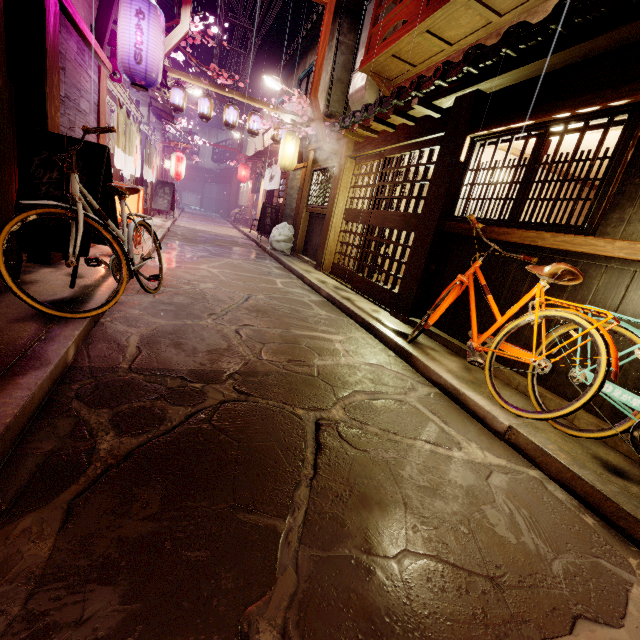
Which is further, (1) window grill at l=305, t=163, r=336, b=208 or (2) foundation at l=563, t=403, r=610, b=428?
(1) window grill at l=305, t=163, r=336, b=208

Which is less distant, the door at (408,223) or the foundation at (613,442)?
the foundation at (613,442)

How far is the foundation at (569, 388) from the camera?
5.4m

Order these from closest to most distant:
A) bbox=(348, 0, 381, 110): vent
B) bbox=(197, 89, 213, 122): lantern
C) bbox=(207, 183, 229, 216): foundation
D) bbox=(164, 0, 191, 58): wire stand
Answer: bbox=(164, 0, 191, 58): wire stand → bbox=(348, 0, 381, 110): vent → bbox=(197, 89, 213, 122): lantern → bbox=(207, 183, 229, 216): foundation

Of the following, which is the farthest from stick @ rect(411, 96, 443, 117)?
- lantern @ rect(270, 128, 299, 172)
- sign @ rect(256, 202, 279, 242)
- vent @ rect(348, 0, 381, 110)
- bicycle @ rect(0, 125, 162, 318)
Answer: sign @ rect(256, 202, 279, 242)

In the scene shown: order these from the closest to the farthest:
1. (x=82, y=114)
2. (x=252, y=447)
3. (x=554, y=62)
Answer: (x=252, y=447), (x=554, y=62), (x=82, y=114)

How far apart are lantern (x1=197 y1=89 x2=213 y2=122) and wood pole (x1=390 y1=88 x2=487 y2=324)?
15.52m

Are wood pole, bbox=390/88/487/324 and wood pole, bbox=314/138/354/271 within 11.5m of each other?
yes
